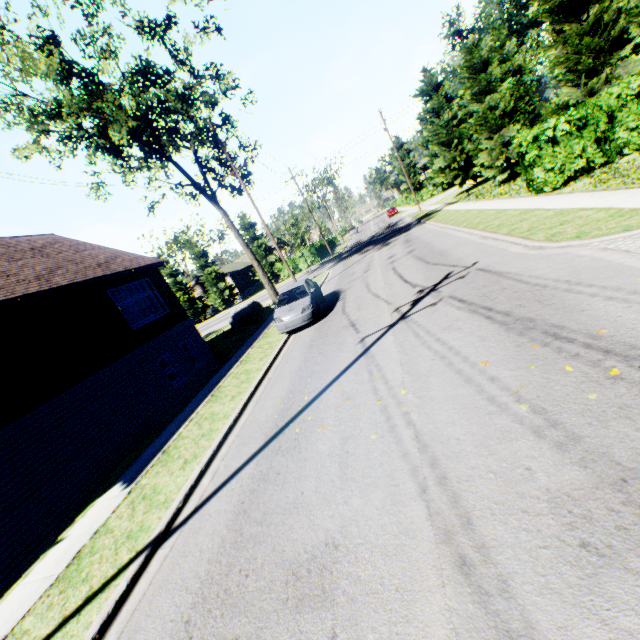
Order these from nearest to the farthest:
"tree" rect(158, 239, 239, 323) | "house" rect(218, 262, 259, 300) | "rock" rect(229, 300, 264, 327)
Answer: "rock" rect(229, 300, 264, 327), "tree" rect(158, 239, 239, 323), "house" rect(218, 262, 259, 300)

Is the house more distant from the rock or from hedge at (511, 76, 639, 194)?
hedge at (511, 76, 639, 194)

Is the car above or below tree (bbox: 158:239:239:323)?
below

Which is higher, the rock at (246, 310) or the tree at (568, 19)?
the tree at (568, 19)

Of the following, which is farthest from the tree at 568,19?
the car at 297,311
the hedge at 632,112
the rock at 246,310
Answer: the rock at 246,310

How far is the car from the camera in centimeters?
1319cm

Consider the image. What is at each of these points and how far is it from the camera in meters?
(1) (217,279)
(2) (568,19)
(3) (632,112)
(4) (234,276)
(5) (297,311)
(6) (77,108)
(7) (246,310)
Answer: (1) tree, 47.0
(2) tree, 17.0
(3) hedge, 12.7
(4) house, 51.6
(5) car, 13.2
(6) tree, 18.9
(7) rock, 25.5

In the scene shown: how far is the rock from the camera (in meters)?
25.19
